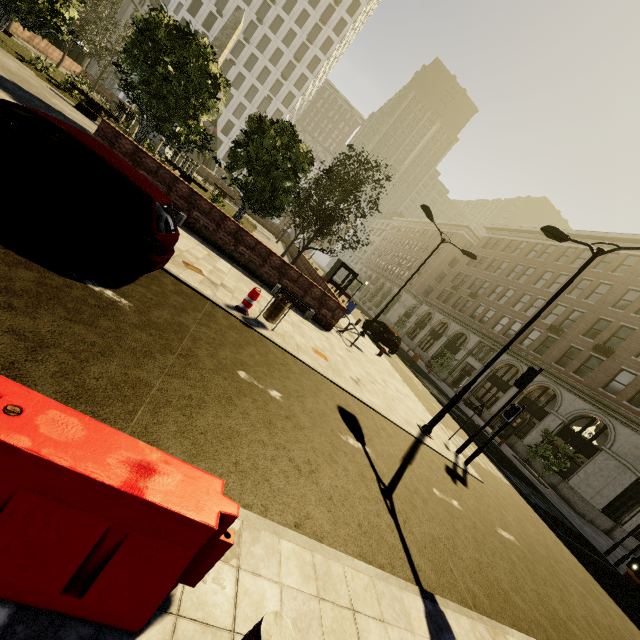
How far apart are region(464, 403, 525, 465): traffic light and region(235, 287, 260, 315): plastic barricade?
8.6m

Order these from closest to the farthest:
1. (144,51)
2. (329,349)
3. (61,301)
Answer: (61,301) < (329,349) < (144,51)

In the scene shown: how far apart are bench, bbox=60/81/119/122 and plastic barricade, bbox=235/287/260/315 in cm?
1626

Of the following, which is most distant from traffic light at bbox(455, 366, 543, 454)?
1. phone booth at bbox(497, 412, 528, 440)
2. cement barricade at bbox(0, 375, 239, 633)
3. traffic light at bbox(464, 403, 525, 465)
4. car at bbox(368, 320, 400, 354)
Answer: phone booth at bbox(497, 412, 528, 440)

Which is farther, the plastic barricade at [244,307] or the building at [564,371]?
the building at [564,371]

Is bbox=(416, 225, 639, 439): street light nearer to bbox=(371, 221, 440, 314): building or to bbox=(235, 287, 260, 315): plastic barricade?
bbox=(235, 287, 260, 315): plastic barricade

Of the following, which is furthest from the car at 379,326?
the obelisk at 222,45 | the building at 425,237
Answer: the building at 425,237

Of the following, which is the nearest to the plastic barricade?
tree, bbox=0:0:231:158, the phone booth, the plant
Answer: tree, bbox=0:0:231:158
